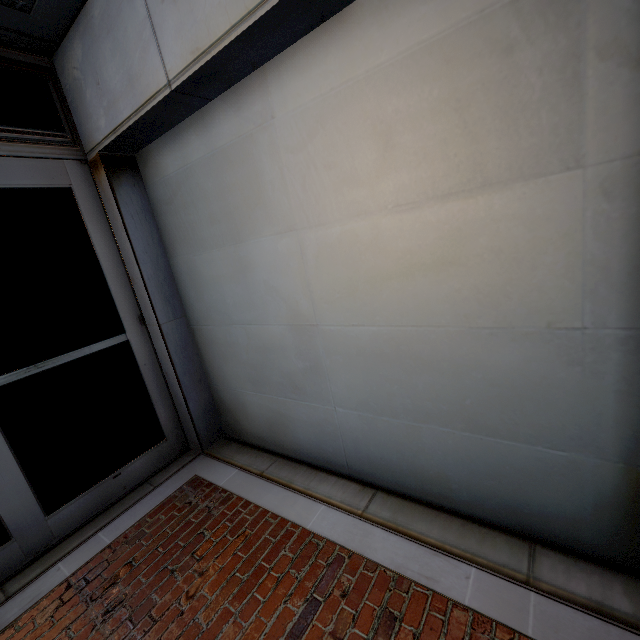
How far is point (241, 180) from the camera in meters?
2.3 m
